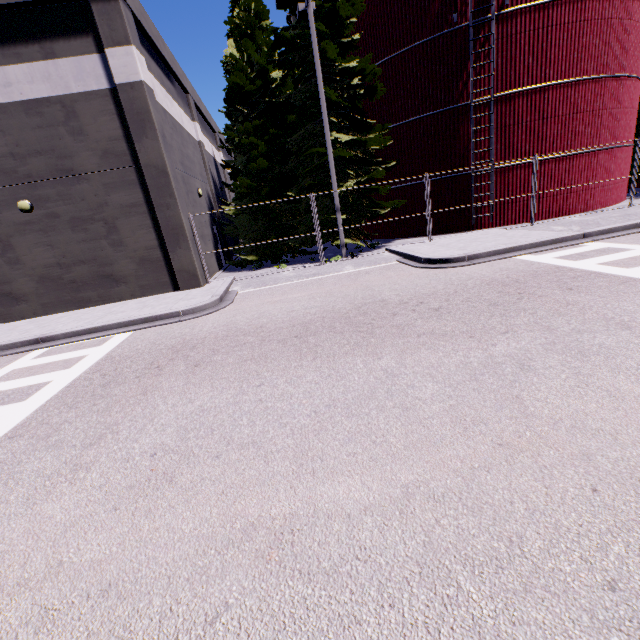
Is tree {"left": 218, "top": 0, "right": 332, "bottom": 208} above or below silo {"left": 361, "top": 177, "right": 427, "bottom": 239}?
above

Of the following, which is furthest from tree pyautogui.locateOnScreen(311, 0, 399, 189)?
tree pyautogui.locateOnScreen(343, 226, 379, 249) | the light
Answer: tree pyautogui.locateOnScreen(343, 226, 379, 249)

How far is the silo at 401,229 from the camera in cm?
1800

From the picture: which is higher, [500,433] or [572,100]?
[572,100]

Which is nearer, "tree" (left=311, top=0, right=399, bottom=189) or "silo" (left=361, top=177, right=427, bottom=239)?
"tree" (left=311, top=0, right=399, bottom=189)

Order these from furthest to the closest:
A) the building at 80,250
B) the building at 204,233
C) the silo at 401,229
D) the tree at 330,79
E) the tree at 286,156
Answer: the silo at 401,229
the building at 204,233
the tree at 286,156
the tree at 330,79
the building at 80,250

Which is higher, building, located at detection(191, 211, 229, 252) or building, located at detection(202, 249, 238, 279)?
building, located at detection(191, 211, 229, 252)

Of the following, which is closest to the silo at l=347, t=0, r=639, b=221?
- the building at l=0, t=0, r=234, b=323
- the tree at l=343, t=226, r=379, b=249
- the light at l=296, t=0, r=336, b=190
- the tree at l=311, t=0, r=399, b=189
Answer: the building at l=0, t=0, r=234, b=323
